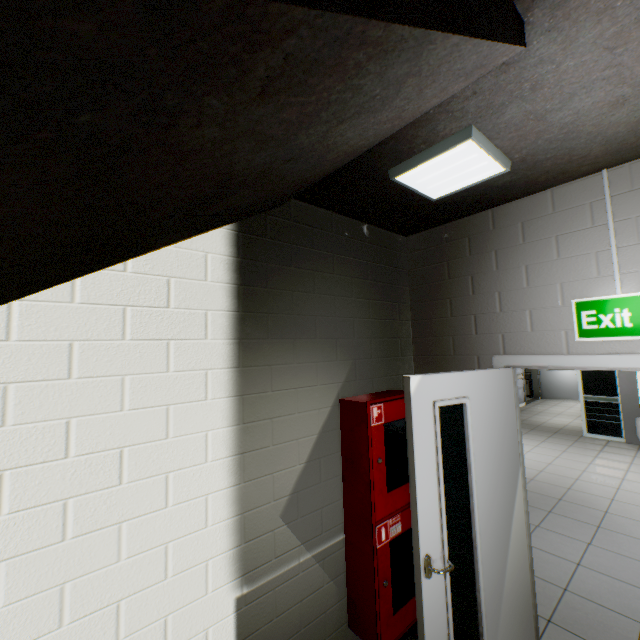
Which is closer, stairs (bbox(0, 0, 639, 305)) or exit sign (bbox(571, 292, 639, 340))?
stairs (bbox(0, 0, 639, 305))

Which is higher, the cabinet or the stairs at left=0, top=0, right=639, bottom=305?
the stairs at left=0, top=0, right=639, bottom=305

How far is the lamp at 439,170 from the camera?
1.67m

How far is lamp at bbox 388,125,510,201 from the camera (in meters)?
1.67

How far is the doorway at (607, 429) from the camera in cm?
716

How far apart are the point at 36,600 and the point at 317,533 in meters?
1.5 m

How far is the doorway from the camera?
7.2m

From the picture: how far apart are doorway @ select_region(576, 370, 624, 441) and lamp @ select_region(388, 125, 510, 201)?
7.3m
